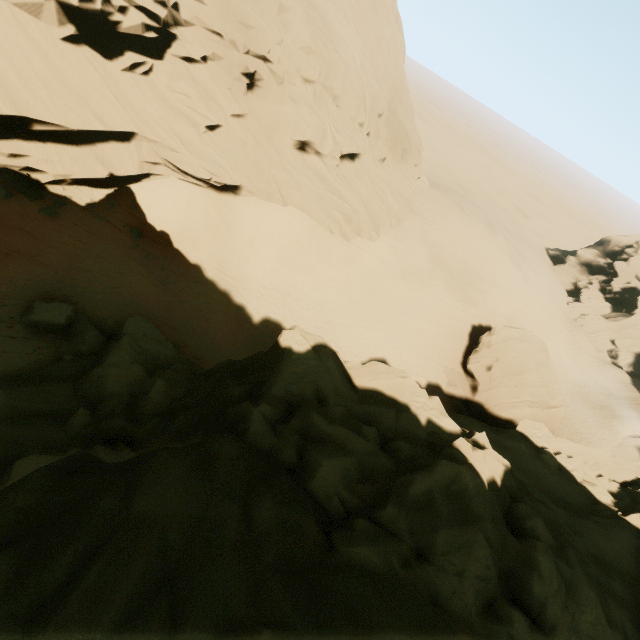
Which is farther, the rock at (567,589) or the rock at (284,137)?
the rock at (284,137)

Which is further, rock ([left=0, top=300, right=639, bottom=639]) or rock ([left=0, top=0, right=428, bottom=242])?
rock ([left=0, top=0, right=428, bottom=242])

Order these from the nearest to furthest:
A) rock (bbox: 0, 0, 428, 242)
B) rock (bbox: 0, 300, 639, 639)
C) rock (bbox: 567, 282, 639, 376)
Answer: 1. rock (bbox: 0, 300, 639, 639)
2. rock (bbox: 0, 0, 428, 242)
3. rock (bbox: 567, 282, 639, 376)

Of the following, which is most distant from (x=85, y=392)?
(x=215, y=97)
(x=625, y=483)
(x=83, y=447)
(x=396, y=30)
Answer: (x=396, y=30)

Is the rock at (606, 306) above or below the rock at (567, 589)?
below

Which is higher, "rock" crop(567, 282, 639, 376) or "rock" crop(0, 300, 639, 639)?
"rock" crop(0, 300, 639, 639)
